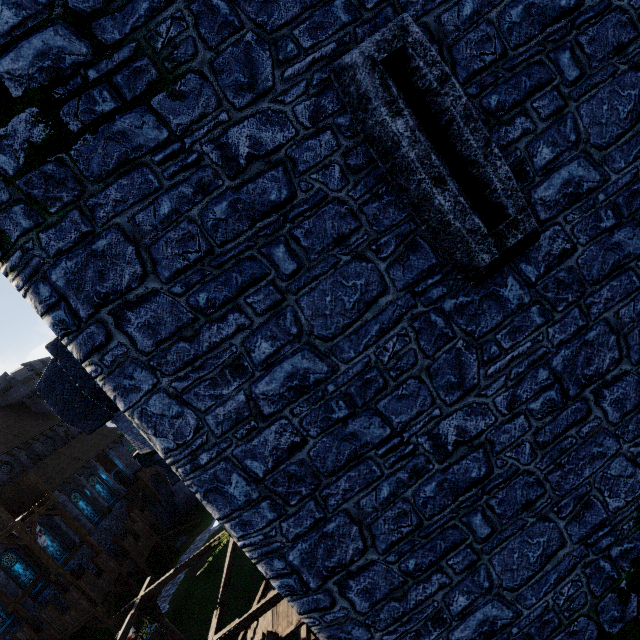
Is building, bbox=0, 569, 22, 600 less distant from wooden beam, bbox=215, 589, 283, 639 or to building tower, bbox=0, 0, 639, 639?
wooden beam, bbox=215, 589, 283, 639

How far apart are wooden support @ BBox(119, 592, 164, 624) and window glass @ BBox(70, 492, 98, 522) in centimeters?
2253cm

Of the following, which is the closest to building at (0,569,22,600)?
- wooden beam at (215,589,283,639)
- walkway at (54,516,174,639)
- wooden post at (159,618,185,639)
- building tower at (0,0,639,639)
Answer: walkway at (54,516,174,639)

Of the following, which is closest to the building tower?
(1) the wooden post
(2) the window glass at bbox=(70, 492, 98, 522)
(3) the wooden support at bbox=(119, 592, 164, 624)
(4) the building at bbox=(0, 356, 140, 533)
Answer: (3) the wooden support at bbox=(119, 592, 164, 624)

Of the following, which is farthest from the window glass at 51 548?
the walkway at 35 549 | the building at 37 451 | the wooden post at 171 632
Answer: the wooden post at 171 632

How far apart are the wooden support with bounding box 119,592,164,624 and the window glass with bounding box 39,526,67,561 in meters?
19.0 m

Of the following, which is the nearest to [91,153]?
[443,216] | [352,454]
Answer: [443,216]

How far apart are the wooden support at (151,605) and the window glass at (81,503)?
22.5 meters
